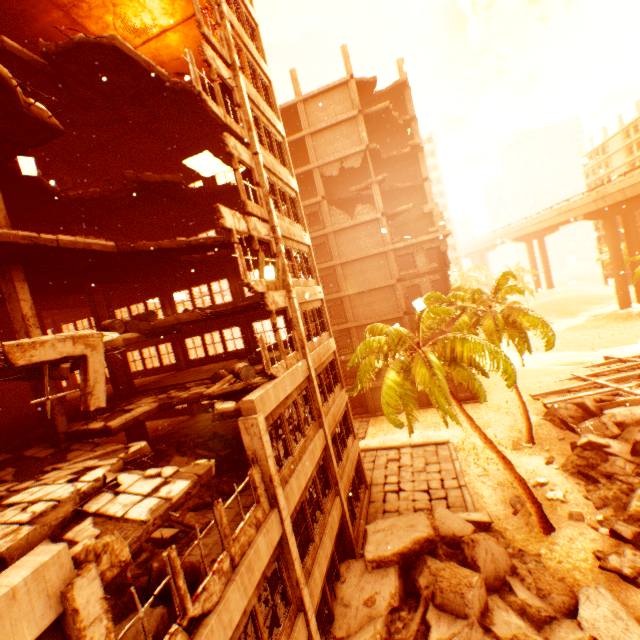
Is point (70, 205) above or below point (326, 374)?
above

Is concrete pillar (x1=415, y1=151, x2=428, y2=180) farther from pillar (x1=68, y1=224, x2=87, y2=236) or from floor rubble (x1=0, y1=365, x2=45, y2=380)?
pillar (x1=68, y1=224, x2=87, y2=236)

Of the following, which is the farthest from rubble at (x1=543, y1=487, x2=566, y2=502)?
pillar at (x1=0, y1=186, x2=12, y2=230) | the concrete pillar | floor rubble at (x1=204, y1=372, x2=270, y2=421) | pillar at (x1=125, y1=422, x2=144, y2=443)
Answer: the concrete pillar

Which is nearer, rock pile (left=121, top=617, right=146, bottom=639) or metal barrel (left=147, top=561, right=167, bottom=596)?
rock pile (left=121, top=617, right=146, bottom=639)

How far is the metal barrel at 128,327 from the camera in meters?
11.7 m

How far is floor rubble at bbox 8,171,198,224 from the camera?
13.0 meters

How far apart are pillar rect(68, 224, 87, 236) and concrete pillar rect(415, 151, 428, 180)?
29.32m

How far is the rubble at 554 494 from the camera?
14.5m
